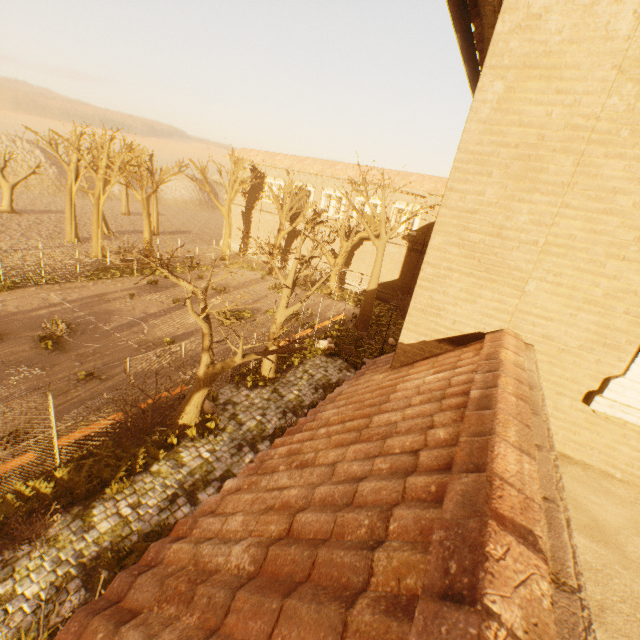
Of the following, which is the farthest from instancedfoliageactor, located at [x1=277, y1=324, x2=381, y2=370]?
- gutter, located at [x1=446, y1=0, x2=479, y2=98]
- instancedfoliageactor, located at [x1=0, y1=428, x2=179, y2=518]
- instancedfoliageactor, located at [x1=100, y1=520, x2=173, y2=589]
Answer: instancedfoliageactor, located at [x1=0, y1=428, x2=179, y2=518]

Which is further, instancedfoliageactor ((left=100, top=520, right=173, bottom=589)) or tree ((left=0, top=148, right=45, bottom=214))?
tree ((left=0, top=148, right=45, bottom=214))

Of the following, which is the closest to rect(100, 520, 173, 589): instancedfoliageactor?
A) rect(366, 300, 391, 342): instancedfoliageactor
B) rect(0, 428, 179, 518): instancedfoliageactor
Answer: rect(0, 428, 179, 518): instancedfoliageactor

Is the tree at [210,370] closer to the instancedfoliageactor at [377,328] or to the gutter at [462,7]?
the instancedfoliageactor at [377,328]

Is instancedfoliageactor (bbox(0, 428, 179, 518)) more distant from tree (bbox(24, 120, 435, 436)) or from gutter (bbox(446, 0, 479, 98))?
gutter (bbox(446, 0, 479, 98))

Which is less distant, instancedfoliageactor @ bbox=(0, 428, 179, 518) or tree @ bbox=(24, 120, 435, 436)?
instancedfoliageactor @ bbox=(0, 428, 179, 518)

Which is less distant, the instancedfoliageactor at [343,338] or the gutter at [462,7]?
the gutter at [462,7]

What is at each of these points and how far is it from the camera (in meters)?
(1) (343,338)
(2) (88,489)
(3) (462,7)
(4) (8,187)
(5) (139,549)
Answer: (1) instancedfoliageactor, 21.78
(2) instancedfoliageactor, 8.59
(3) gutter, 3.66
(4) tree, 37.56
(5) instancedfoliageactor, 7.51
